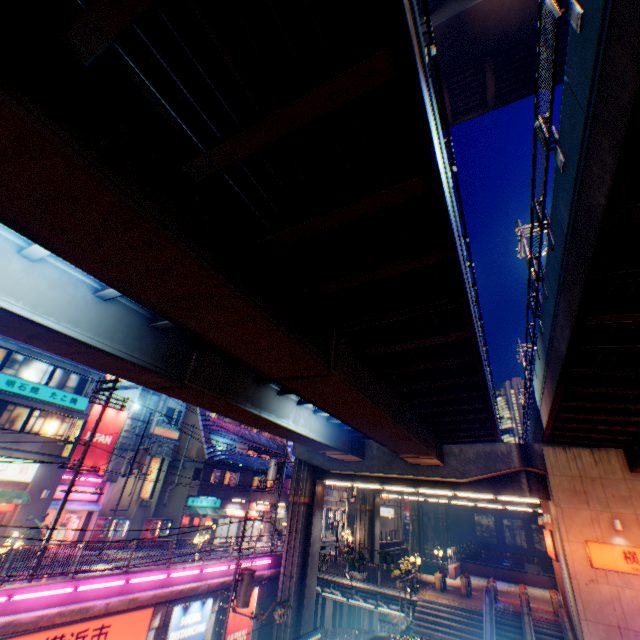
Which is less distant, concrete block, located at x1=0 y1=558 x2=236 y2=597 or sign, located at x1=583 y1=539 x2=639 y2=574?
concrete block, located at x1=0 y1=558 x2=236 y2=597

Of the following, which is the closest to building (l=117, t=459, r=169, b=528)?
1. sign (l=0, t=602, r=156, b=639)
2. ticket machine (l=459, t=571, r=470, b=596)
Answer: sign (l=0, t=602, r=156, b=639)

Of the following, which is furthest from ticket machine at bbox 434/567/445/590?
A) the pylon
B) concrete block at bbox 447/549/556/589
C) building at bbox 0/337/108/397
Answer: building at bbox 0/337/108/397

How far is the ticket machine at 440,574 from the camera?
23.36m

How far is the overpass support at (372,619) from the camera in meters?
30.3 m

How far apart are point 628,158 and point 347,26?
4.0 meters

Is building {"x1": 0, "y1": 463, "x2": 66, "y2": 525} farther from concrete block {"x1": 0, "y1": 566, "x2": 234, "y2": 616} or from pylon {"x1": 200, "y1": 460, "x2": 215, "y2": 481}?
pylon {"x1": 200, "y1": 460, "x2": 215, "y2": 481}

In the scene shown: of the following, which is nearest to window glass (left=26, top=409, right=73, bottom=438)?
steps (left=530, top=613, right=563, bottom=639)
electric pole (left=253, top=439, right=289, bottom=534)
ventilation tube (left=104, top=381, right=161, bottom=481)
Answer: ventilation tube (left=104, top=381, right=161, bottom=481)
